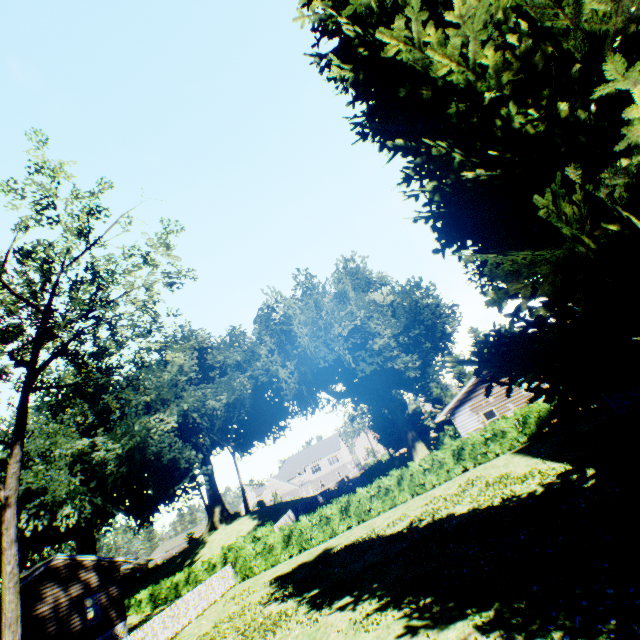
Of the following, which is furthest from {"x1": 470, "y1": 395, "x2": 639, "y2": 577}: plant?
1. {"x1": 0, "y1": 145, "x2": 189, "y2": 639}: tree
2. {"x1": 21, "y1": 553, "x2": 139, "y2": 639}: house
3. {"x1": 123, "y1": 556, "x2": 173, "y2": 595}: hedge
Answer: {"x1": 0, "y1": 145, "x2": 189, "y2": 639}: tree

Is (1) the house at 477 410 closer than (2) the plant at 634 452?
No

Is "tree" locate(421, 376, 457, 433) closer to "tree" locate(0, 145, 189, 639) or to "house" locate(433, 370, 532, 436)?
"house" locate(433, 370, 532, 436)

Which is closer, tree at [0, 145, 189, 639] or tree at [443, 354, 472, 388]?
tree at [0, 145, 189, 639]

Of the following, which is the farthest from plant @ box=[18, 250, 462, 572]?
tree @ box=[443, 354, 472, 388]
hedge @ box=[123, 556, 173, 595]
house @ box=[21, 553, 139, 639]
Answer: hedge @ box=[123, 556, 173, 595]

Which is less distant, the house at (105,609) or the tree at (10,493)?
the tree at (10,493)

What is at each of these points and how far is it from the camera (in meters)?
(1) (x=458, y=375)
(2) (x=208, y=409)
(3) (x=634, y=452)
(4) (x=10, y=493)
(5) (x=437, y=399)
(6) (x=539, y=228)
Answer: (1) tree, 50.88
(2) plant, 38.44
(3) plant, 5.36
(4) tree, 14.05
(5) tree, 50.88
(6) plant, 8.61

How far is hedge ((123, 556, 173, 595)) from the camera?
49.34m
